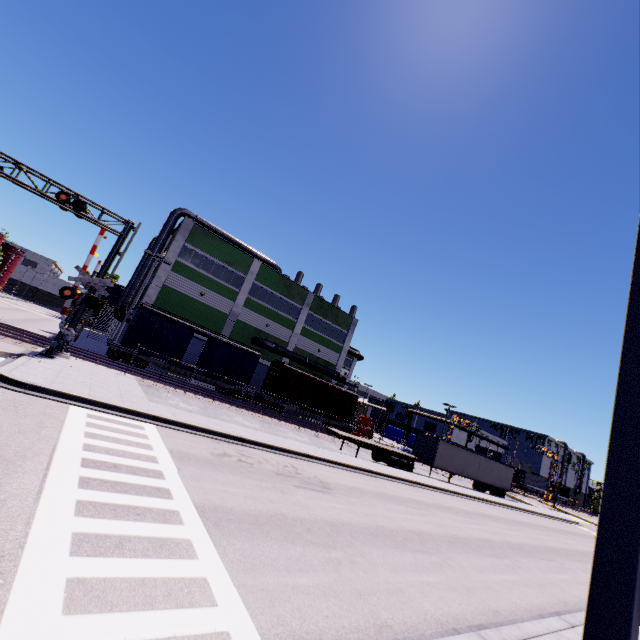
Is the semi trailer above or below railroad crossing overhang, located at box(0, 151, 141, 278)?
below

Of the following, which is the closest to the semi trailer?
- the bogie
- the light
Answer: the light

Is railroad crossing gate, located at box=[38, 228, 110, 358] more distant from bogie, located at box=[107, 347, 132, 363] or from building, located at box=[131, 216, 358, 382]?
bogie, located at box=[107, 347, 132, 363]

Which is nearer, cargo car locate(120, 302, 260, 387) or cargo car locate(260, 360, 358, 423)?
cargo car locate(120, 302, 260, 387)

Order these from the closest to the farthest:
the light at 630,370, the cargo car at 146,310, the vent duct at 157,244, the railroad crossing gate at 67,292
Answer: the light at 630,370 → the railroad crossing gate at 67,292 → the cargo car at 146,310 → the vent duct at 157,244

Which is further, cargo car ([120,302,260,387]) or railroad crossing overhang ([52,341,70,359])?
cargo car ([120,302,260,387])

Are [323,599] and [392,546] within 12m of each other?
yes

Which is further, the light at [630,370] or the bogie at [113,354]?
the bogie at [113,354]
